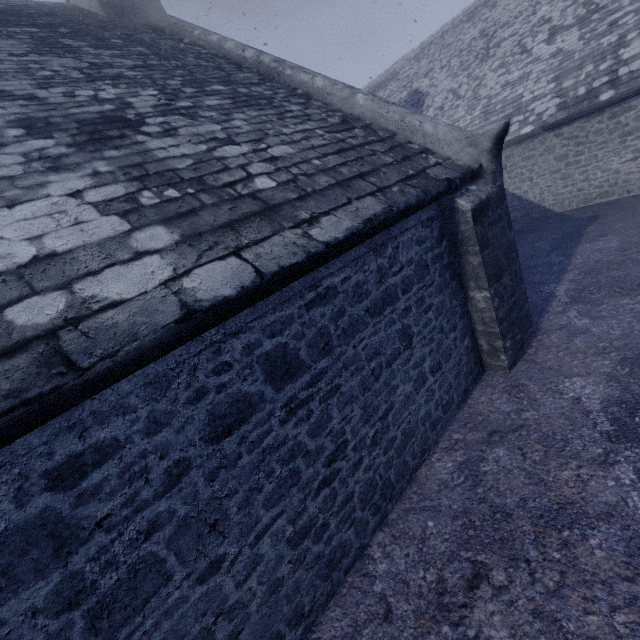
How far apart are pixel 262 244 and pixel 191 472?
1.7 meters
